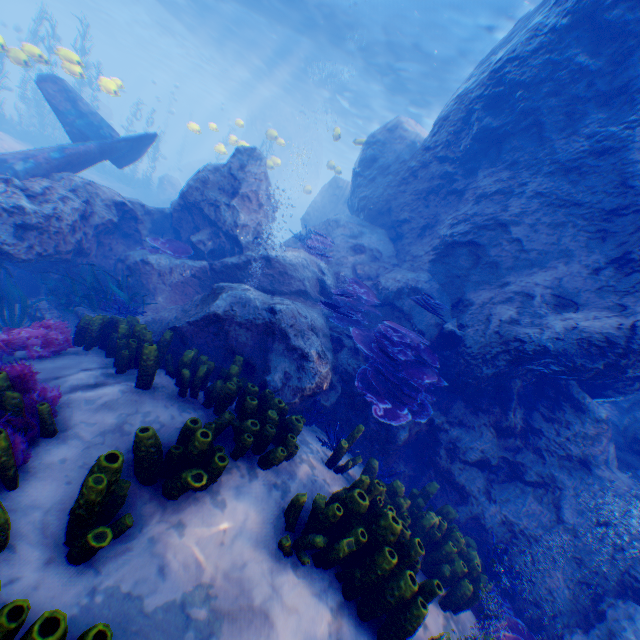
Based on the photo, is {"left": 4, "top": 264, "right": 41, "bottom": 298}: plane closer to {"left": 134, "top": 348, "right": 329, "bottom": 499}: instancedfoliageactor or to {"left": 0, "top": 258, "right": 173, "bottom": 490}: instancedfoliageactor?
{"left": 0, "top": 258, "right": 173, "bottom": 490}: instancedfoliageactor

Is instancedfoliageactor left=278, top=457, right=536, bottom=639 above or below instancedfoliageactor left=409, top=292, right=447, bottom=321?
below

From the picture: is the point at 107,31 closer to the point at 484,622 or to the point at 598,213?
the point at 598,213

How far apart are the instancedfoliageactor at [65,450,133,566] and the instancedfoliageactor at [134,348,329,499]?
1.10m

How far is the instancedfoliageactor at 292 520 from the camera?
3.1 meters

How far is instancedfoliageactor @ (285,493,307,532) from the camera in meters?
3.1

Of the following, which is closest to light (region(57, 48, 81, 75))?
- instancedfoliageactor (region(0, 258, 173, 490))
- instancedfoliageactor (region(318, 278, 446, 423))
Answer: instancedfoliageactor (region(0, 258, 173, 490))

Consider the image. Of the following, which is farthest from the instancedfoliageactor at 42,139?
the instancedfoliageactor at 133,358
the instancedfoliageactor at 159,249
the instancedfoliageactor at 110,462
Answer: the instancedfoliageactor at 110,462
